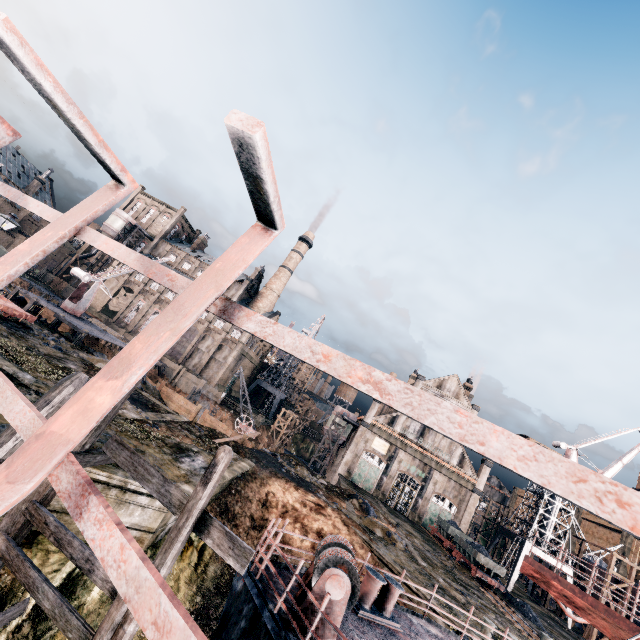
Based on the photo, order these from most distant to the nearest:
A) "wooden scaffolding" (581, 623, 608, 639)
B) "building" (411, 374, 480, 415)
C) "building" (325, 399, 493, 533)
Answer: "building" (411, 374, 480, 415)
"building" (325, 399, 493, 533)
"wooden scaffolding" (581, 623, 608, 639)

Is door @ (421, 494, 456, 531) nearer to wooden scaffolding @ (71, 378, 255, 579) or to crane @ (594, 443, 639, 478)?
crane @ (594, 443, 639, 478)

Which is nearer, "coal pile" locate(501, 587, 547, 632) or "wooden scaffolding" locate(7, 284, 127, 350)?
"wooden scaffolding" locate(7, 284, 127, 350)

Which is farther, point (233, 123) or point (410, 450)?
point (410, 450)

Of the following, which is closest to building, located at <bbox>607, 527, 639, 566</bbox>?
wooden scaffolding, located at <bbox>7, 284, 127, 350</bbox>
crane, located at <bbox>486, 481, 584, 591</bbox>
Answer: crane, located at <bbox>486, 481, 584, 591</bbox>

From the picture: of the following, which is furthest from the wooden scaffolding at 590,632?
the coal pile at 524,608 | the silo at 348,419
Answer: the silo at 348,419

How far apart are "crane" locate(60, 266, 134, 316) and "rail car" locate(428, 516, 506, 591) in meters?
47.8 m

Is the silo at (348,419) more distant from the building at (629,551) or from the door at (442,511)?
the door at (442,511)
